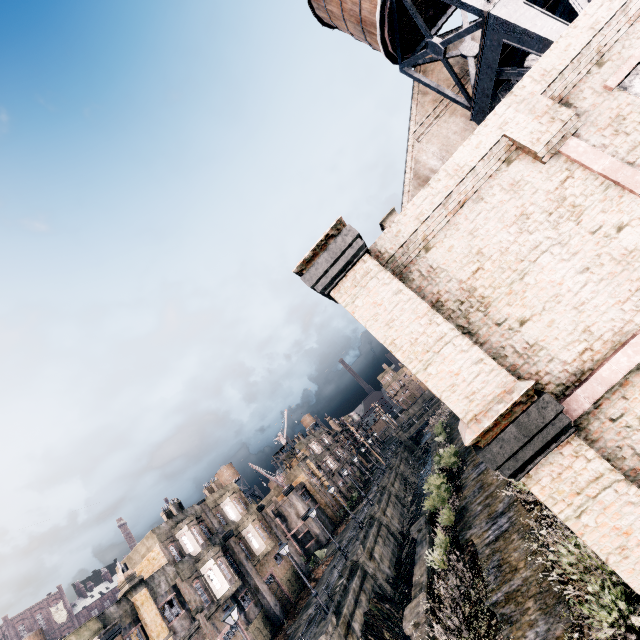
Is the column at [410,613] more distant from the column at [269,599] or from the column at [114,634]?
the column at [269,599]

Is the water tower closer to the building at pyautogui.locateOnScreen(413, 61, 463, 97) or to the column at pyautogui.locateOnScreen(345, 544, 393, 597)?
the building at pyautogui.locateOnScreen(413, 61, 463, 97)

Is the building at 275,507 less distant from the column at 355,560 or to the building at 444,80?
the column at 355,560

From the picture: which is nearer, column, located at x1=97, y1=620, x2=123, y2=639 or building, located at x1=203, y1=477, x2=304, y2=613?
column, located at x1=97, y1=620, x2=123, y2=639

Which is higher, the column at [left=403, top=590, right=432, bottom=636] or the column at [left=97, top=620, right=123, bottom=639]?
the column at [left=97, top=620, right=123, bottom=639]

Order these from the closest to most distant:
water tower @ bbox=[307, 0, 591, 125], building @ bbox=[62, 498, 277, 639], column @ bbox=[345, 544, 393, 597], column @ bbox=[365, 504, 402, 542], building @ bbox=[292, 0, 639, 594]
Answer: building @ bbox=[292, 0, 639, 594], water tower @ bbox=[307, 0, 591, 125], building @ bbox=[62, 498, 277, 639], column @ bbox=[345, 544, 393, 597], column @ bbox=[365, 504, 402, 542]

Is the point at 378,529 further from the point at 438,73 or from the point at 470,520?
the point at 438,73

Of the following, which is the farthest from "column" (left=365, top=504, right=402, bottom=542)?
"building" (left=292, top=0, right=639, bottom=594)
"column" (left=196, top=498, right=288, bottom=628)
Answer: "building" (left=292, top=0, right=639, bottom=594)
